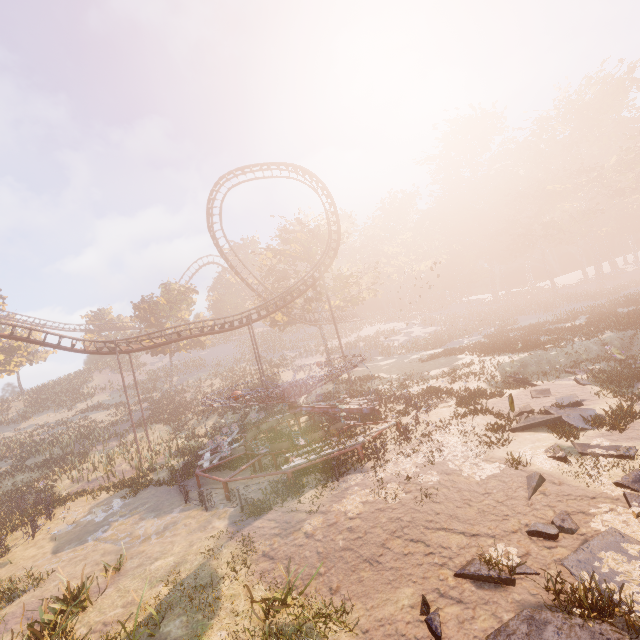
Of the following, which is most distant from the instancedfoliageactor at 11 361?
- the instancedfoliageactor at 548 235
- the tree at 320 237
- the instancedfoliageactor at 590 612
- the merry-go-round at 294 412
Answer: the instancedfoliageactor at 548 235

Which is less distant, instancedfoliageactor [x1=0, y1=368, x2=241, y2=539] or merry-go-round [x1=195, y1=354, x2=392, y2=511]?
merry-go-round [x1=195, y1=354, x2=392, y2=511]

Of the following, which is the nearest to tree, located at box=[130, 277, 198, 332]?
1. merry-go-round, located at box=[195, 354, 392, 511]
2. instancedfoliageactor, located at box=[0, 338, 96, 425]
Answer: merry-go-round, located at box=[195, 354, 392, 511]

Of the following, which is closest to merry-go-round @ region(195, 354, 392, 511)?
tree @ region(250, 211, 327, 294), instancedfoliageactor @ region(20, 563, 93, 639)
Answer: instancedfoliageactor @ region(20, 563, 93, 639)

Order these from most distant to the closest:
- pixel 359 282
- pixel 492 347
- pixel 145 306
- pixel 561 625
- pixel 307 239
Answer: pixel 145 306, pixel 359 282, pixel 307 239, pixel 492 347, pixel 561 625

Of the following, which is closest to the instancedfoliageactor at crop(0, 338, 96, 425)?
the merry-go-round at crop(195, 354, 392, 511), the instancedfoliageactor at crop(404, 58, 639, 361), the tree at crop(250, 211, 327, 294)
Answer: the merry-go-round at crop(195, 354, 392, 511)

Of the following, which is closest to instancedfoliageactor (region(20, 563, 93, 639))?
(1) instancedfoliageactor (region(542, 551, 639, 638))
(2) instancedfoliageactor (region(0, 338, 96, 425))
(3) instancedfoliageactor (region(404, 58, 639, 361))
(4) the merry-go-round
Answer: (4) the merry-go-round

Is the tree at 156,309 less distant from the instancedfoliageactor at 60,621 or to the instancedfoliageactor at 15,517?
the instancedfoliageactor at 15,517
